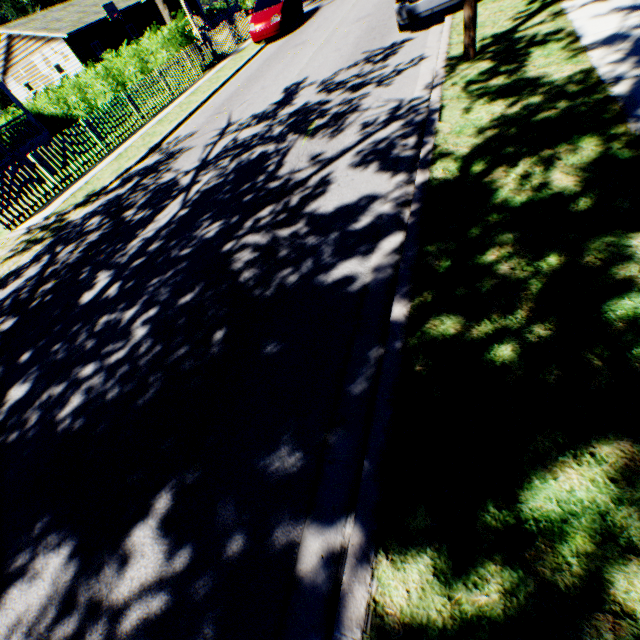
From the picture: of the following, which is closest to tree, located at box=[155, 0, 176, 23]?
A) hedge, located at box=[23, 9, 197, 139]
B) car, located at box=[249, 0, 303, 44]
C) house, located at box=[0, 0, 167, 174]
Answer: hedge, located at box=[23, 9, 197, 139]

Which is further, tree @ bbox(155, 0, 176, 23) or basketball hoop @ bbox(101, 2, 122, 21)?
basketball hoop @ bbox(101, 2, 122, 21)

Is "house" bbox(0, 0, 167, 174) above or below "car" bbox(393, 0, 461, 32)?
above

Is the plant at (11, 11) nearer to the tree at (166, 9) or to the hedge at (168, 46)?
the tree at (166, 9)

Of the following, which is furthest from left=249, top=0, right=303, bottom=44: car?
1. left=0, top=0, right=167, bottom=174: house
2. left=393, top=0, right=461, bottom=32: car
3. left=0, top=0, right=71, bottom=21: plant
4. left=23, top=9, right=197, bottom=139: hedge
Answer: left=0, top=0, right=167, bottom=174: house

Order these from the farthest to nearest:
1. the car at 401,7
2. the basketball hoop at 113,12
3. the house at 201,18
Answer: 1. the house at 201,18
2. the basketball hoop at 113,12
3. the car at 401,7

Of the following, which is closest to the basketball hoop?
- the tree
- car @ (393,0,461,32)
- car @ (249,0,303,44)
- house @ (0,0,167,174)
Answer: house @ (0,0,167,174)

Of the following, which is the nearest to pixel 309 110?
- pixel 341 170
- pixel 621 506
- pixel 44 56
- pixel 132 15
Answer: pixel 341 170
